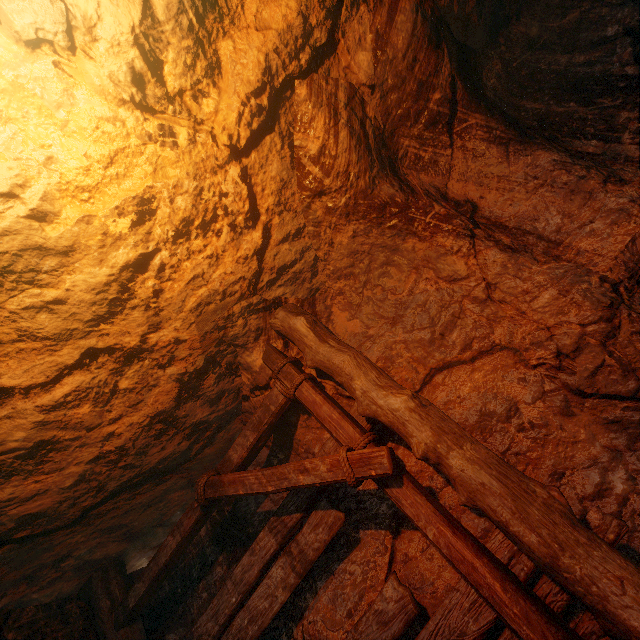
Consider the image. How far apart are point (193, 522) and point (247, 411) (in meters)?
1.15
